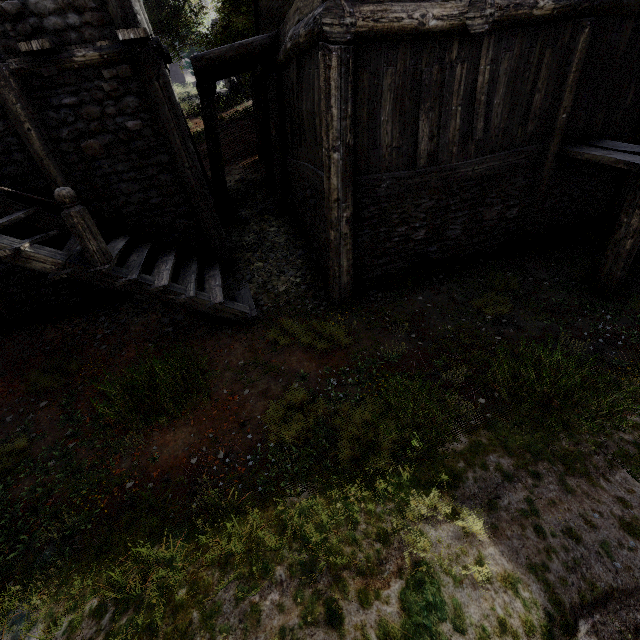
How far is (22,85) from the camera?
5.82m
